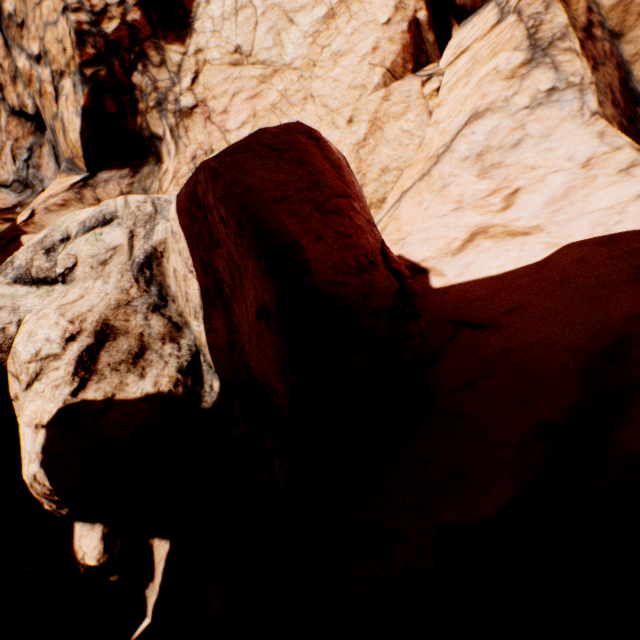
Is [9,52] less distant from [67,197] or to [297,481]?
[67,197]
